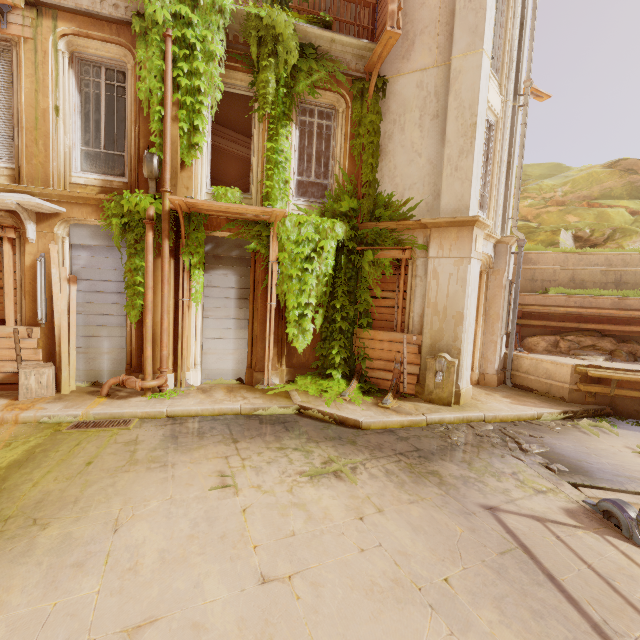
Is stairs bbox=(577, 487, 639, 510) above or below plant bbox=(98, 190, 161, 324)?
below

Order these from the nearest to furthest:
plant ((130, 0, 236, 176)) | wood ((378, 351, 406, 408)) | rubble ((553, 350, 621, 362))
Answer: plant ((130, 0, 236, 176)), wood ((378, 351, 406, 408)), rubble ((553, 350, 621, 362))

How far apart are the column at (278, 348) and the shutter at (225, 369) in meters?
0.0

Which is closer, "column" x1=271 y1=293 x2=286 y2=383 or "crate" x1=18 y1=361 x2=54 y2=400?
"crate" x1=18 y1=361 x2=54 y2=400

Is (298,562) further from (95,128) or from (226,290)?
(95,128)

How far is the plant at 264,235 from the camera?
8.2 meters

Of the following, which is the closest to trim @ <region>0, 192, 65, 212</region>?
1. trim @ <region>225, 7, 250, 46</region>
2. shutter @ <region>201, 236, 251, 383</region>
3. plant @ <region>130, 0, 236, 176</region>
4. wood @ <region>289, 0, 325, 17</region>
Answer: plant @ <region>130, 0, 236, 176</region>

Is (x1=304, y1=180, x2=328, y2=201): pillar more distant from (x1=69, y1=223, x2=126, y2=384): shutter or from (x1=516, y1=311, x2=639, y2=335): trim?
(x1=69, y1=223, x2=126, y2=384): shutter
